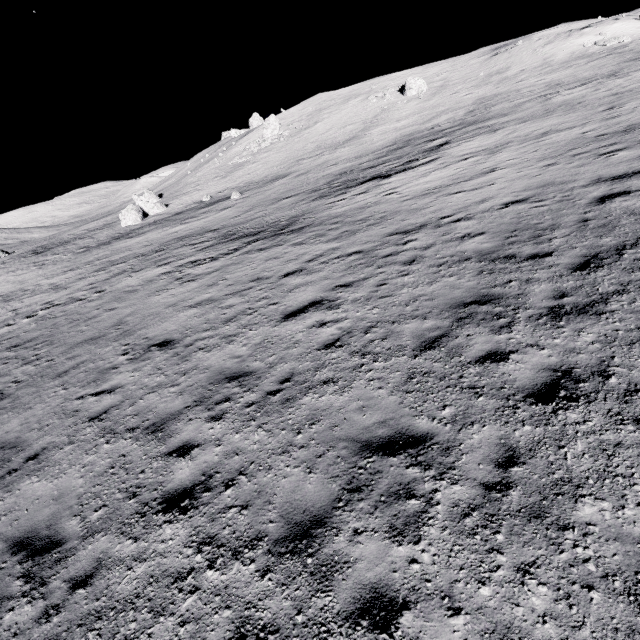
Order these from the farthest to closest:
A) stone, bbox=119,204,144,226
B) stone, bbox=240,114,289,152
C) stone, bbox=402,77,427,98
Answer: stone, bbox=240,114,289,152 → stone, bbox=402,77,427,98 → stone, bbox=119,204,144,226

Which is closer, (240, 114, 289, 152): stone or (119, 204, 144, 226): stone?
(119, 204, 144, 226): stone

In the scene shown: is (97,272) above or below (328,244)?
above

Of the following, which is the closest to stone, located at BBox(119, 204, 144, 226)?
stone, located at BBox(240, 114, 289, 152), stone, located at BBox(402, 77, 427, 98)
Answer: stone, located at BBox(240, 114, 289, 152)

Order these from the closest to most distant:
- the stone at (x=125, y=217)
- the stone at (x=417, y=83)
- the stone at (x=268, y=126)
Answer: the stone at (x=125, y=217), the stone at (x=417, y=83), the stone at (x=268, y=126)

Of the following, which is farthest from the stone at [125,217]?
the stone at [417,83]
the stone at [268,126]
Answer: the stone at [417,83]

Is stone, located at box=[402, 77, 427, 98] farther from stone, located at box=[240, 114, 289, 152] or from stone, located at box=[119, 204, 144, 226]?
stone, located at box=[119, 204, 144, 226]
